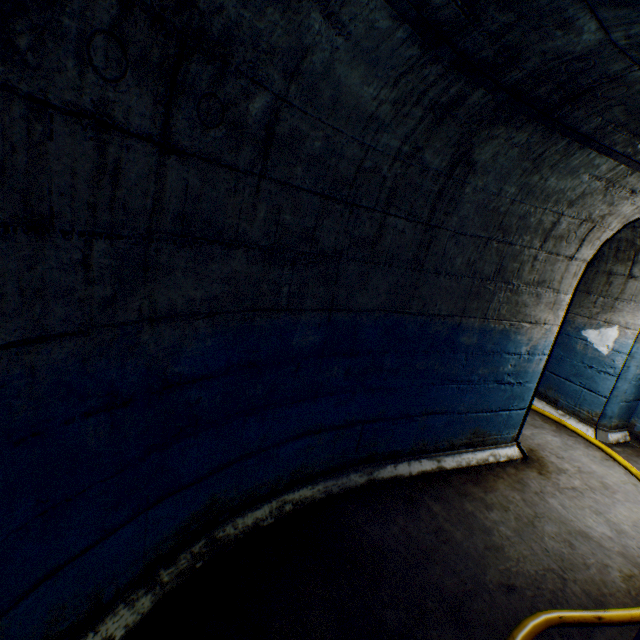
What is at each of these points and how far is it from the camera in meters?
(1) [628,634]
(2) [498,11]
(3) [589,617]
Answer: (1) building tunnel, 2.0
(2) building tunnel, 1.3
(3) cable, 2.0

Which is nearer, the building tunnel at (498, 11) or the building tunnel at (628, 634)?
the building tunnel at (498, 11)

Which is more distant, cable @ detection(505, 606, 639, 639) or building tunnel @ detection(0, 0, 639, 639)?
cable @ detection(505, 606, 639, 639)

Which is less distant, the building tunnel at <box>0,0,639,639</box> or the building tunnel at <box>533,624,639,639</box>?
the building tunnel at <box>0,0,639,639</box>

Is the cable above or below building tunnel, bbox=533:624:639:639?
above

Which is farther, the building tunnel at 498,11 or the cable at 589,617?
the cable at 589,617
